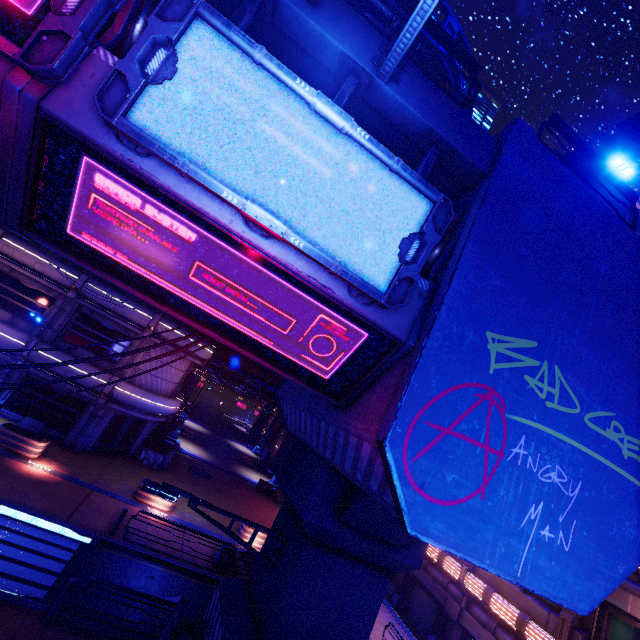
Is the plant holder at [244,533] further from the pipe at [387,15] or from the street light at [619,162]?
the street light at [619,162]

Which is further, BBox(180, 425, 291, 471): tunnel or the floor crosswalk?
BBox(180, 425, 291, 471): tunnel

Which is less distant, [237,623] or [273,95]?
[273,95]

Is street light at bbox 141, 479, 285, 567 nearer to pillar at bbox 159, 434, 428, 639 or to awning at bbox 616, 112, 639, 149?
pillar at bbox 159, 434, 428, 639

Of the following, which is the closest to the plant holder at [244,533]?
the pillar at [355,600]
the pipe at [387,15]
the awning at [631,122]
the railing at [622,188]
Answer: the pillar at [355,600]

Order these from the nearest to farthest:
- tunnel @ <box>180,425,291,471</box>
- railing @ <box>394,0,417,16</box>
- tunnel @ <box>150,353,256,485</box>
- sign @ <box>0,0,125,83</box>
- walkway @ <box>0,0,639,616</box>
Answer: sign @ <box>0,0,125,83</box> → walkway @ <box>0,0,639,616</box> → railing @ <box>394,0,417,16</box> → tunnel @ <box>150,353,256,485</box> → tunnel @ <box>180,425,291,471</box>

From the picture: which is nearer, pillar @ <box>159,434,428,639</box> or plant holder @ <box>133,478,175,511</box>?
pillar @ <box>159,434,428,639</box>

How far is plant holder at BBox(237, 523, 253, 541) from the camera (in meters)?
18.81
